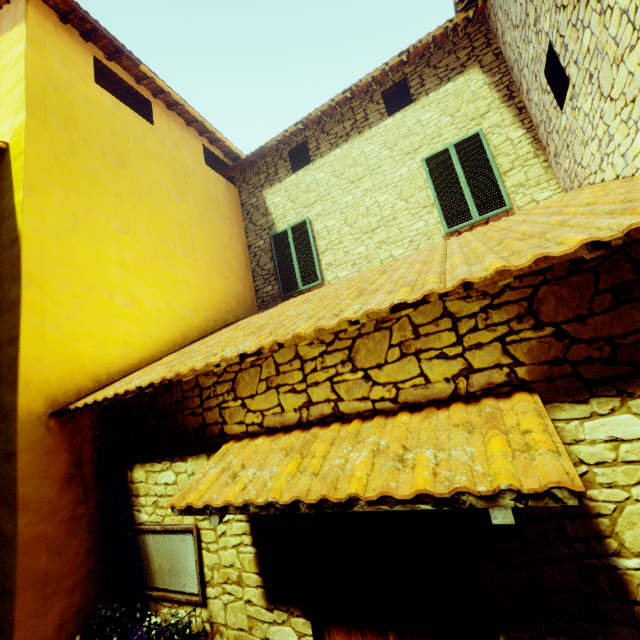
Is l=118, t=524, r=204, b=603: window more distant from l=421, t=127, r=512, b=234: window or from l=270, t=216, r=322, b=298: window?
l=421, t=127, r=512, b=234: window

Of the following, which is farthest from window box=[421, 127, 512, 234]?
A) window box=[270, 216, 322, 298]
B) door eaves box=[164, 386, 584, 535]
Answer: door eaves box=[164, 386, 584, 535]

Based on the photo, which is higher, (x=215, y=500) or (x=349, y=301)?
(x=349, y=301)

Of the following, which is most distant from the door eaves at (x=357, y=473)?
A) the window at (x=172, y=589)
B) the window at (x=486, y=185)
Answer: the window at (x=486, y=185)

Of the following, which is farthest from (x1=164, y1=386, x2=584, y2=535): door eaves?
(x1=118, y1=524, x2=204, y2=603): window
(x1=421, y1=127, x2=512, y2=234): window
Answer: (x1=421, y1=127, x2=512, y2=234): window

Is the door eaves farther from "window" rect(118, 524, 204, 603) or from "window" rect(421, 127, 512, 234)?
"window" rect(421, 127, 512, 234)

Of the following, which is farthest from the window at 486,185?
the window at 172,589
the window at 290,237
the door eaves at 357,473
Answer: the window at 172,589

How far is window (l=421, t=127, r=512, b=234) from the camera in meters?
5.6 m
